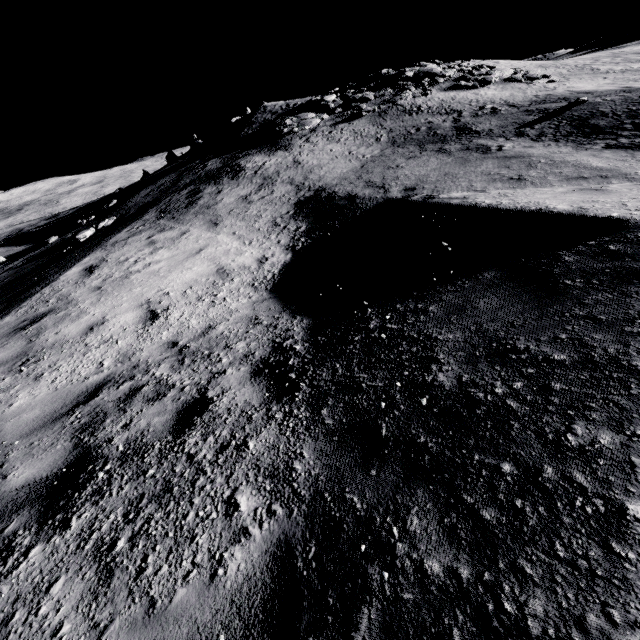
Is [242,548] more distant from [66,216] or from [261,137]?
[66,216]
